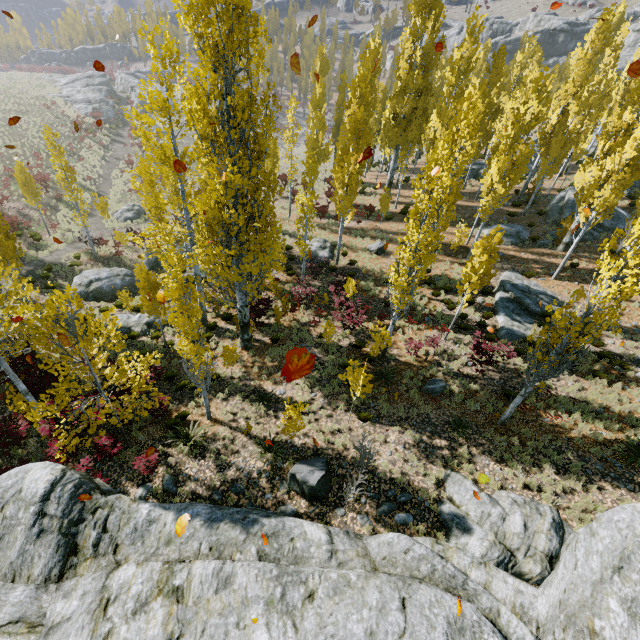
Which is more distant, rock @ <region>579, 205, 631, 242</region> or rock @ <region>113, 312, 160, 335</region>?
rock @ <region>579, 205, 631, 242</region>

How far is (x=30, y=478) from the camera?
7.5m

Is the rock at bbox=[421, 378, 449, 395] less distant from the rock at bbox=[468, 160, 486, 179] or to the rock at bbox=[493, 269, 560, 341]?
the rock at bbox=[493, 269, 560, 341]

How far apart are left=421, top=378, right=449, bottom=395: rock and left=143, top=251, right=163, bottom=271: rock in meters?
19.0 m

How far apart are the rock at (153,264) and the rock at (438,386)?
19.02m

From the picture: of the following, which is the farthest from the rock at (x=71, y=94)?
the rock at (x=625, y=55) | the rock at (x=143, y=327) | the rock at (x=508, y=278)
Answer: the rock at (x=508, y=278)

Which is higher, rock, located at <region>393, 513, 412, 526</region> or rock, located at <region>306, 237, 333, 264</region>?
rock, located at <region>393, 513, 412, 526</region>

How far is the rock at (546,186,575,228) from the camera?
25.3 meters
